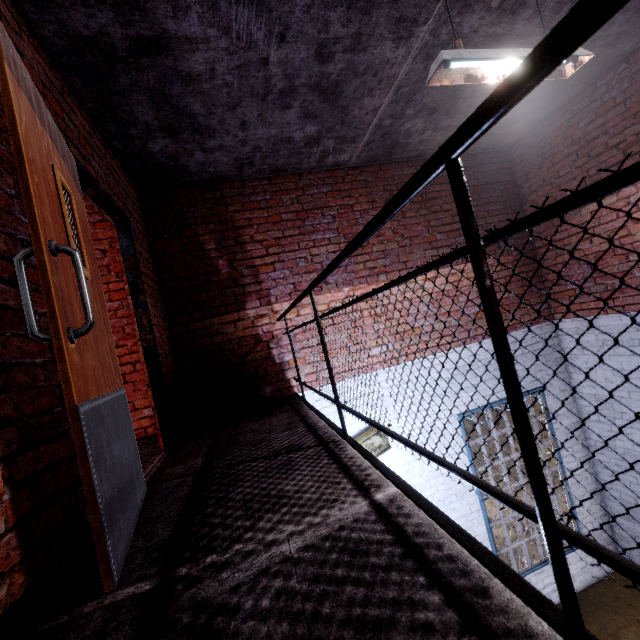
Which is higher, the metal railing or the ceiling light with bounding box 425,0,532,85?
the ceiling light with bounding box 425,0,532,85

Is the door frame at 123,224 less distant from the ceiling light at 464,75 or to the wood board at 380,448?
the wood board at 380,448

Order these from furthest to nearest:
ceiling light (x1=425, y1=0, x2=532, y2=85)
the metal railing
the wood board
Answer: the wood board, ceiling light (x1=425, y1=0, x2=532, y2=85), the metal railing

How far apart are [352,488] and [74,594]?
1.1 meters

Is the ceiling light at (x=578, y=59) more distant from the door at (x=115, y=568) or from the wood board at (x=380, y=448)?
the wood board at (x=380, y=448)

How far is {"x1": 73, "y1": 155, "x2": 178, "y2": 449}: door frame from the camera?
2.5m

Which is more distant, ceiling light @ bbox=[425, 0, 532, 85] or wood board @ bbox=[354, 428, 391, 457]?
wood board @ bbox=[354, 428, 391, 457]

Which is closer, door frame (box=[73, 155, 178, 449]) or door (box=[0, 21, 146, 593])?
door (box=[0, 21, 146, 593])
